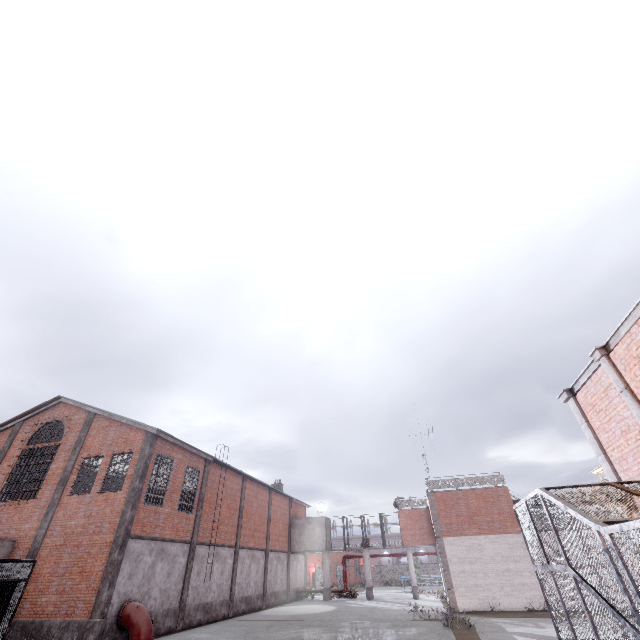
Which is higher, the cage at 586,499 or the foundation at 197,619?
Result: the cage at 586,499

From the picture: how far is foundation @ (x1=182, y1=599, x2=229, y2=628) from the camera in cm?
1862

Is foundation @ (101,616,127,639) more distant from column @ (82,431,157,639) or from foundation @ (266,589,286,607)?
foundation @ (266,589,286,607)

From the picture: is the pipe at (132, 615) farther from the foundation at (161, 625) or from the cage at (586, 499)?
the cage at (586, 499)

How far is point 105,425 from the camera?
19.84m

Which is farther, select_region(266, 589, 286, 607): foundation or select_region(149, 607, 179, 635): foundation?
select_region(266, 589, 286, 607): foundation

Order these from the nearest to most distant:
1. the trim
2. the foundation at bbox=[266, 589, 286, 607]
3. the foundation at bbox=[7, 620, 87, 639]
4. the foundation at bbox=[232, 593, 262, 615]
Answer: the trim < the foundation at bbox=[7, 620, 87, 639] < the foundation at bbox=[232, 593, 262, 615] < the foundation at bbox=[266, 589, 286, 607]

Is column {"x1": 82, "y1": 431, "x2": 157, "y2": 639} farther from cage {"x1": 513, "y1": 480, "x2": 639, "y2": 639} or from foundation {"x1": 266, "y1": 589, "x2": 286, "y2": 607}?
foundation {"x1": 266, "y1": 589, "x2": 286, "y2": 607}
